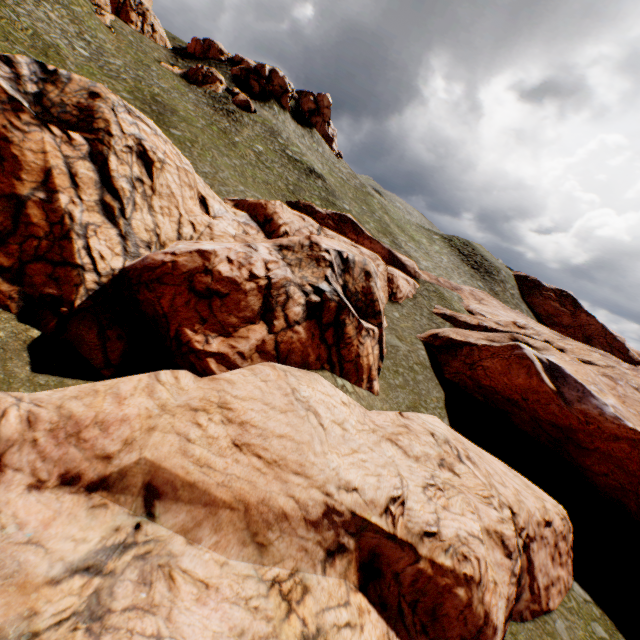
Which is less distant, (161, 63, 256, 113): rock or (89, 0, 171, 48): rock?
(89, 0, 171, 48): rock

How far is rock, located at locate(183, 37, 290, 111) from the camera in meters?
54.9

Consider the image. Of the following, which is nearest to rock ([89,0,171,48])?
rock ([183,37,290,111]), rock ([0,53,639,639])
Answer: rock ([183,37,290,111])

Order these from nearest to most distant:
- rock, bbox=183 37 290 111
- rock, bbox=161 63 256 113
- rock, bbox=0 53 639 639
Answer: rock, bbox=0 53 639 639 → rock, bbox=161 63 256 113 → rock, bbox=183 37 290 111

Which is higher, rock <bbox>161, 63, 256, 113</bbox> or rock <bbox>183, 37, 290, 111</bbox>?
rock <bbox>183, 37, 290, 111</bbox>

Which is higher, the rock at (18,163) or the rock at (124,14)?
the rock at (124,14)

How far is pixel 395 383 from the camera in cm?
2206

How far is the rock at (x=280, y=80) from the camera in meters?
54.9
